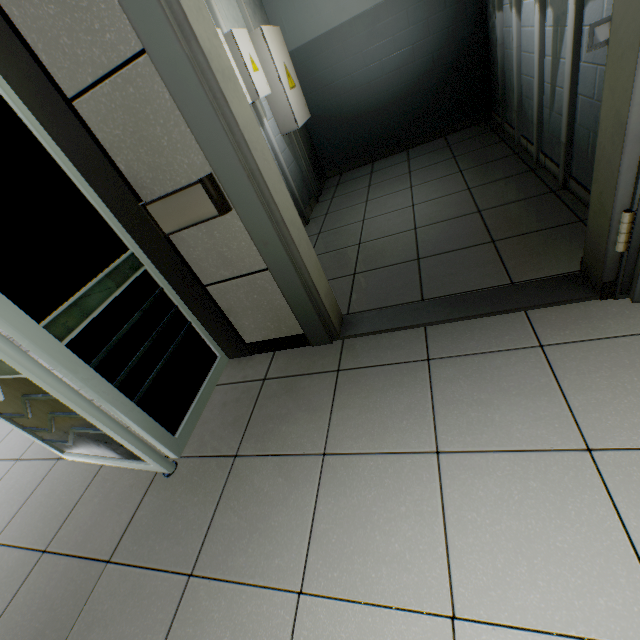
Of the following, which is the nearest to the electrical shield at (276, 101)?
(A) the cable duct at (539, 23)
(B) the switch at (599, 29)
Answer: (A) the cable duct at (539, 23)

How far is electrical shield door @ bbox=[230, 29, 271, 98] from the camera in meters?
2.7 m

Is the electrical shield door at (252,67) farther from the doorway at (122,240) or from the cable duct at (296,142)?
the doorway at (122,240)

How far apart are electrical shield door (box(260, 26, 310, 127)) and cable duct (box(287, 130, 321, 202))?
0.21m

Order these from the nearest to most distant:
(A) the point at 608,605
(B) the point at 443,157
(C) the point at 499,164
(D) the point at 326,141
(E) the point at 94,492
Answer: (A) the point at 608,605
(E) the point at 94,492
(C) the point at 499,164
(B) the point at 443,157
(D) the point at 326,141

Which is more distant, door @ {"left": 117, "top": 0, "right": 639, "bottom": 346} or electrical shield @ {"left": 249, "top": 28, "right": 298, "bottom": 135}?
electrical shield @ {"left": 249, "top": 28, "right": 298, "bottom": 135}

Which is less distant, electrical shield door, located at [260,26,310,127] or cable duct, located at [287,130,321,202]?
electrical shield door, located at [260,26,310,127]

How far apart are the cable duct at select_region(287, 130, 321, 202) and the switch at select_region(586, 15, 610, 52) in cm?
326
